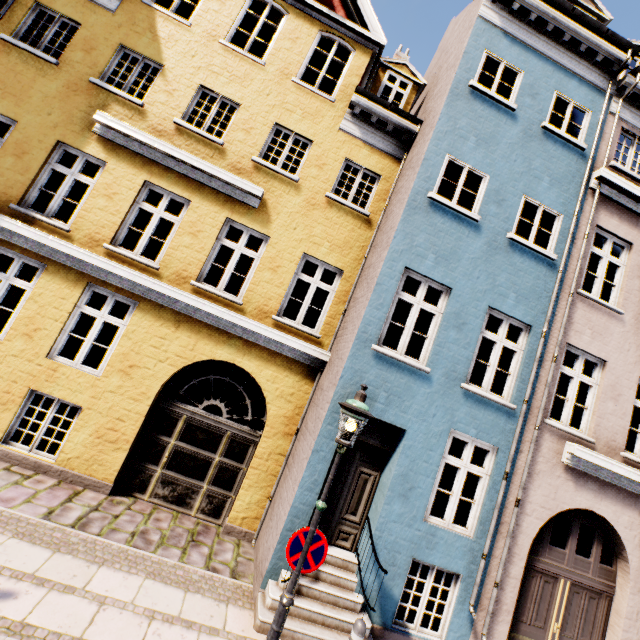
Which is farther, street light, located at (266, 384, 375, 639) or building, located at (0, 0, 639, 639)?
building, located at (0, 0, 639, 639)

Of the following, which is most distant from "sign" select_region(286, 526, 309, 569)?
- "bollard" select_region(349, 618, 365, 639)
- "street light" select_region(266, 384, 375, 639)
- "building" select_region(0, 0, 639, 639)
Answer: "building" select_region(0, 0, 639, 639)

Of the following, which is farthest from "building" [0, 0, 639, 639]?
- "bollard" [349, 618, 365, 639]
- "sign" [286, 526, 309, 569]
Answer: "sign" [286, 526, 309, 569]

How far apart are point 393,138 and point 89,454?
10.49m

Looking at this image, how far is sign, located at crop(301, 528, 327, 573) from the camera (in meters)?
4.08

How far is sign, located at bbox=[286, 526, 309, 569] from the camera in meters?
4.1 m

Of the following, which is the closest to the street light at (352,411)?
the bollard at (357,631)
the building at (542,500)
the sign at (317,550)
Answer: the sign at (317,550)

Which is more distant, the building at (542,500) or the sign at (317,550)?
the building at (542,500)
